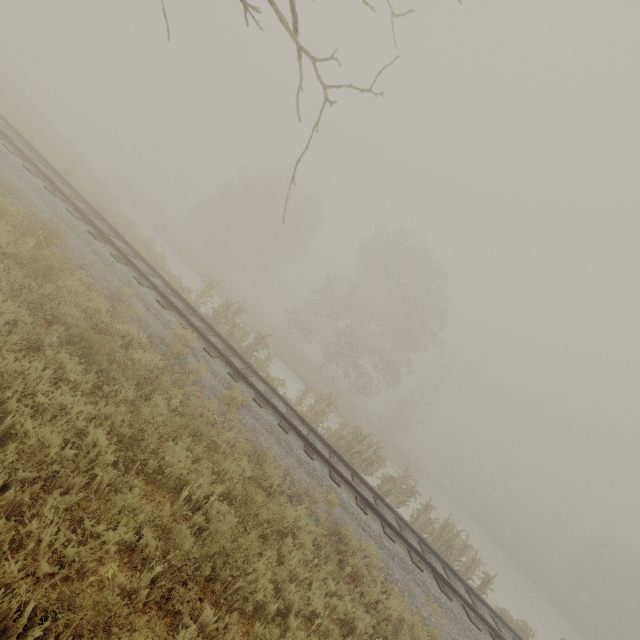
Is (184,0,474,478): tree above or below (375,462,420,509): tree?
above

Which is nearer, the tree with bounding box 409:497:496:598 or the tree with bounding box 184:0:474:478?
the tree with bounding box 409:497:496:598

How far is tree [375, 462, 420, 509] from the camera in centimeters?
1297cm

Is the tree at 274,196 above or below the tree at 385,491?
above

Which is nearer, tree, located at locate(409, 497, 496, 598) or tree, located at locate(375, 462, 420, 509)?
tree, located at locate(409, 497, 496, 598)

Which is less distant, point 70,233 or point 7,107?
point 70,233

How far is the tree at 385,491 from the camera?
13.0 meters

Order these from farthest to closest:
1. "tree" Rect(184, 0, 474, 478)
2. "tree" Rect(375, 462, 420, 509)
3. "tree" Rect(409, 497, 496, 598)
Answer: "tree" Rect(184, 0, 474, 478) < "tree" Rect(375, 462, 420, 509) < "tree" Rect(409, 497, 496, 598)
